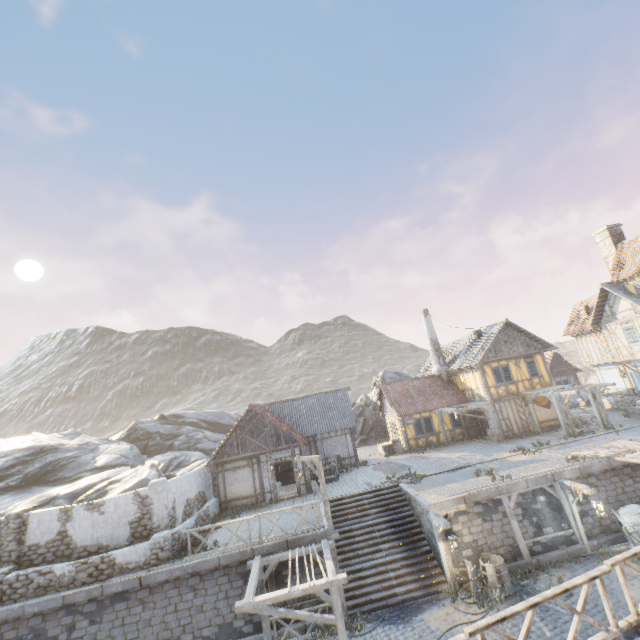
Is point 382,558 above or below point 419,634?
above

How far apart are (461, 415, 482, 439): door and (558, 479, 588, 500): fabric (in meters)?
11.53

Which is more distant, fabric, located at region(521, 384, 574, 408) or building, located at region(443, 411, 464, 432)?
building, located at region(443, 411, 464, 432)

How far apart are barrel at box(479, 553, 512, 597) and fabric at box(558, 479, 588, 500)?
4.3m

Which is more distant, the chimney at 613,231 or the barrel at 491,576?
the chimney at 613,231

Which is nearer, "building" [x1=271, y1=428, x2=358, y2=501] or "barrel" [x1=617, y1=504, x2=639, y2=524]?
"barrel" [x1=617, y1=504, x2=639, y2=524]

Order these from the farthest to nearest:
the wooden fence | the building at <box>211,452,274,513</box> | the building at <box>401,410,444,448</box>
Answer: the building at <box>401,410,444,448</box>
the building at <box>211,452,274,513</box>
the wooden fence

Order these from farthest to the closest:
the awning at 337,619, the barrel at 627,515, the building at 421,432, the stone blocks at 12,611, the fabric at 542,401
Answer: the building at 421,432, the fabric at 542,401, the barrel at 627,515, the stone blocks at 12,611, the awning at 337,619
